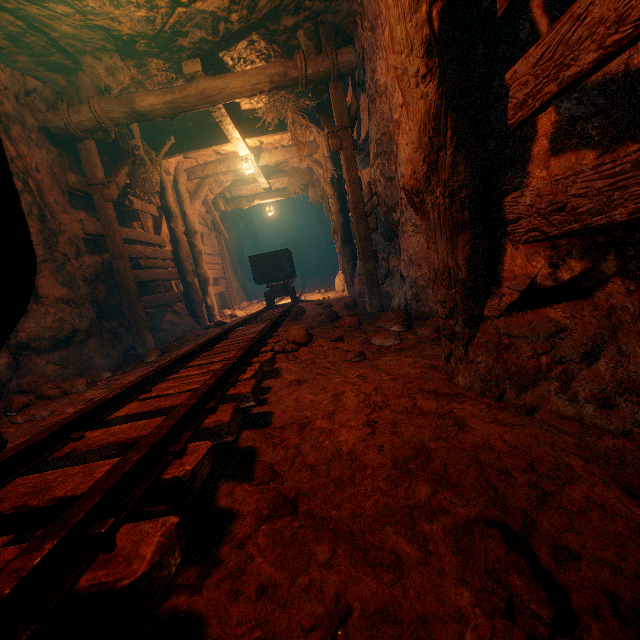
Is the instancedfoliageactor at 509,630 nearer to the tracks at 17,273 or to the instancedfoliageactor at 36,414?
the tracks at 17,273

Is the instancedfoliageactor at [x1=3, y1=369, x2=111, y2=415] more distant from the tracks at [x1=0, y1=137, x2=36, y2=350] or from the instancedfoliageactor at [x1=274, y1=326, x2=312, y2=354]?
the instancedfoliageactor at [x1=274, y1=326, x2=312, y2=354]

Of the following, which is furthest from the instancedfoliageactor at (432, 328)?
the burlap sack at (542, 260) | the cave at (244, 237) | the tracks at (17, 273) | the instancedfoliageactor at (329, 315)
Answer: the cave at (244, 237)

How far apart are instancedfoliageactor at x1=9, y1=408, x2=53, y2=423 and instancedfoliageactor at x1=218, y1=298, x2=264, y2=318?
7.6 meters

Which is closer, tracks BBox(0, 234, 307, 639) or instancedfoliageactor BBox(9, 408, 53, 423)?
tracks BBox(0, 234, 307, 639)

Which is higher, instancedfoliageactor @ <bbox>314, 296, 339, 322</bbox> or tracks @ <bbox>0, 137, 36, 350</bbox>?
tracks @ <bbox>0, 137, 36, 350</bbox>

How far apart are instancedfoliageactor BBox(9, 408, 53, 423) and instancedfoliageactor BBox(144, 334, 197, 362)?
1.72m

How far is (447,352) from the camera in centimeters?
197cm
